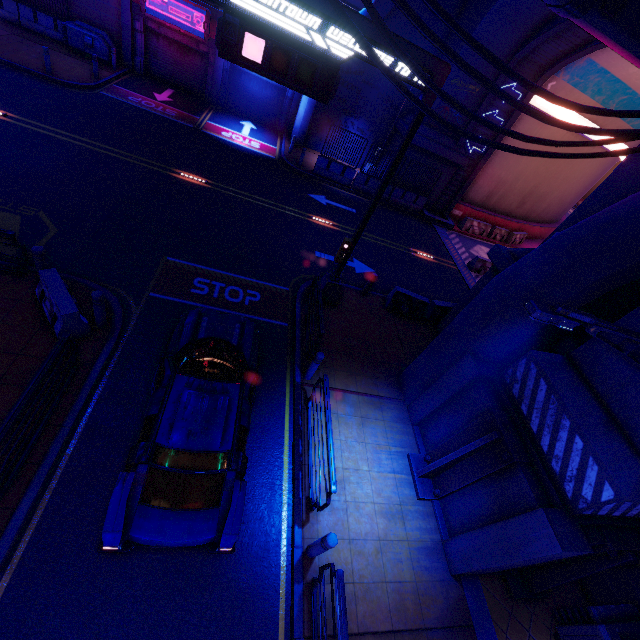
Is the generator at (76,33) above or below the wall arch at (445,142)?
below

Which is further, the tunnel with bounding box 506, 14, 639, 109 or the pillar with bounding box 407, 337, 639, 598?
the tunnel with bounding box 506, 14, 639, 109

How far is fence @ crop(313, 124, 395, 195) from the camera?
18.8m

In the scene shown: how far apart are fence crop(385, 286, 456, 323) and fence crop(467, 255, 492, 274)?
7.71m

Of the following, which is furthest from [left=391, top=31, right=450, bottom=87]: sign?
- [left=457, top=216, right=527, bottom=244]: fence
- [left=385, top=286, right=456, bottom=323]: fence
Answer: [left=457, top=216, right=527, bottom=244]: fence

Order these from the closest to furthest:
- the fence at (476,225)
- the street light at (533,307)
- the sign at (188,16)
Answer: the street light at (533,307), the sign at (188,16), the fence at (476,225)

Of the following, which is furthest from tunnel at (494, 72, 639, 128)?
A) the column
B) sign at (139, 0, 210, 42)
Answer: the column

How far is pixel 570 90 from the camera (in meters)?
18.41
